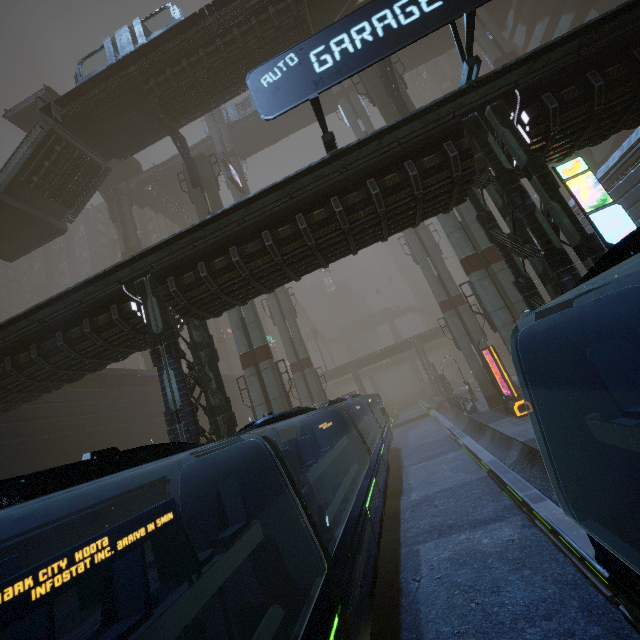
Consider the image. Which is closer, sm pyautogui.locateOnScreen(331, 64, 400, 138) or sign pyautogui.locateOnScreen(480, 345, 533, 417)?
sign pyautogui.locateOnScreen(480, 345, 533, 417)

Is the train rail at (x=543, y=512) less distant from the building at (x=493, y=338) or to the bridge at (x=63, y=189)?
the building at (x=493, y=338)

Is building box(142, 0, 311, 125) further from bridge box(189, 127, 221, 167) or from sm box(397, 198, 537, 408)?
bridge box(189, 127, 221, 167)

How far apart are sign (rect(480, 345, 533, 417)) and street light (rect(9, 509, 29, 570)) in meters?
25.3 m

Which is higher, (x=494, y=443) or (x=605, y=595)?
(x=494, y=443)

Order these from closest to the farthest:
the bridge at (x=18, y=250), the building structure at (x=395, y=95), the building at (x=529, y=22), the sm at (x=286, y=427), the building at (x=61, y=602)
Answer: the building at (x=61, y=602)
the sm at (x=286, y=427)
the building structure at (x=395, y=95)
the bridge at (x=18, y=250)
the building at (x=529, y=22)

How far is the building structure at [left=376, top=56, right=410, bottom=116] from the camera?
21.2m

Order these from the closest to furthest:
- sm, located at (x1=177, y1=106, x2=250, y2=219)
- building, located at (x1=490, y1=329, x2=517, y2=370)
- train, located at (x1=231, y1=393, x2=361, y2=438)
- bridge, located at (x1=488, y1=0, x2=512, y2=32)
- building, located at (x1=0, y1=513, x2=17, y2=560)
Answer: train, located at (x1=231, y1=393, x2=361, y2=438), building, located at (x1=0, y1=513, x2=17, y2=560), sm, located at (x1=177, y1=106, x2=250, y2=219), bridge, located at (x1=488, y1=0, x2=512, y2=32), building, located at (x1=490, y1=329, x2=517, y2=370)
